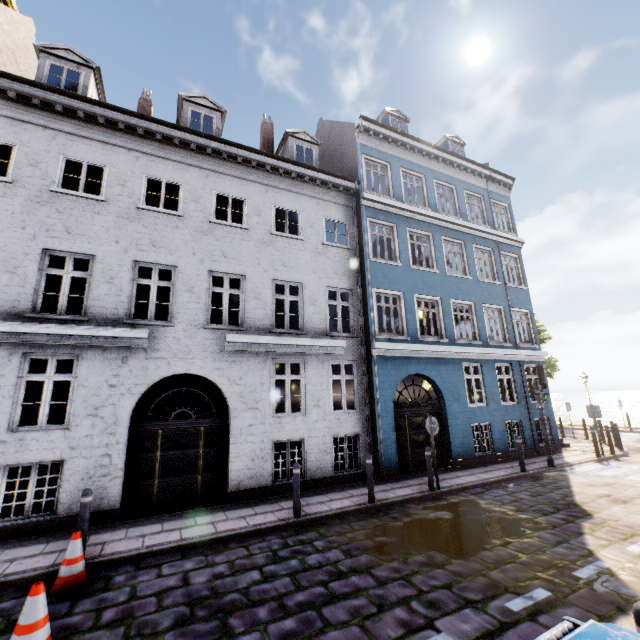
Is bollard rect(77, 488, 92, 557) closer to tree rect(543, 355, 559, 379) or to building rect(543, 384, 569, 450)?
building rect(543, 384, 569, 450)

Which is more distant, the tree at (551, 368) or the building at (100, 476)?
the tree at (551, 368)

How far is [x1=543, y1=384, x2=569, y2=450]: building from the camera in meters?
14.5 m

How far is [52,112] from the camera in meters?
Answer: 8.9 m

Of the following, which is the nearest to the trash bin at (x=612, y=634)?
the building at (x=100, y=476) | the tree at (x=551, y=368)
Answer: the building at (x=100, y=476)

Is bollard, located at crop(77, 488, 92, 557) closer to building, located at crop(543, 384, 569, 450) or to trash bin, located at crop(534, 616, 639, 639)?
building, located at crop(543, 384, 569, 450)

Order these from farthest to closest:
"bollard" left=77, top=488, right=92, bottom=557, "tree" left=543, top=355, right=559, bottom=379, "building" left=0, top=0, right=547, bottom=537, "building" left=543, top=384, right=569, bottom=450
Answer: "tree" left=543, top=355, right=559, bottom=379, "building" left=543, top=384, right=569, bottom=450, "building" left=0, top=0, right=547, bottom=537, "bollard" left=77, top=488, right=92, bottom=557

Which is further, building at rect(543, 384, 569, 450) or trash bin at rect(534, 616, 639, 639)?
building at rect(543, 384, 569, 450)
